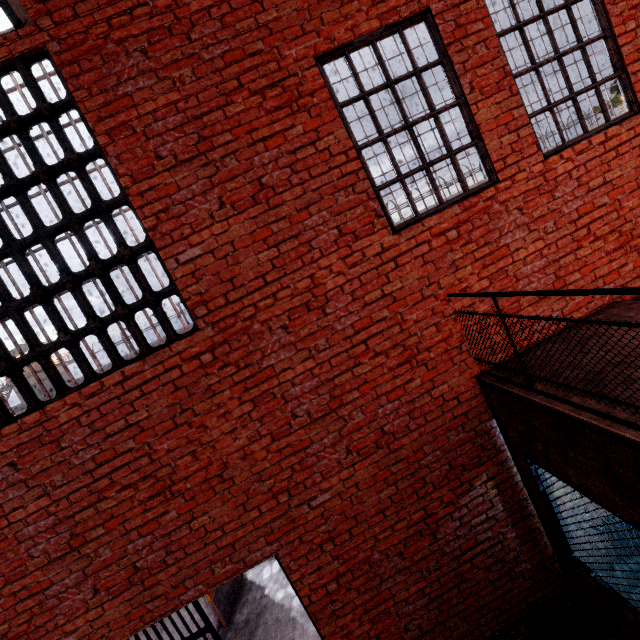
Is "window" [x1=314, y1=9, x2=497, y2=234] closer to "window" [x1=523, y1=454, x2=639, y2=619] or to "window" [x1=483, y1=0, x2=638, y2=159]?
"window" [x1=483, y1=0, x2=638, y2=159]

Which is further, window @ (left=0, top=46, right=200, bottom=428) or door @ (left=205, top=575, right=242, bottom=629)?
door @ (left=205, top=575, right=242, bottom=629)

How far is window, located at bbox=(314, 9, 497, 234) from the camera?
3.40m

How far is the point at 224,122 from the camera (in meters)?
3.23

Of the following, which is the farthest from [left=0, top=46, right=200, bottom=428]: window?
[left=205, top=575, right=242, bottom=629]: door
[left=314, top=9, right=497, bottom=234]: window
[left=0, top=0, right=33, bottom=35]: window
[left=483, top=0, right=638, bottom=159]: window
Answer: [left=483, top=0, right=638, bottom=159]: window

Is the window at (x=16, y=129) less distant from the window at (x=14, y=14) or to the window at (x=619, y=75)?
the window at (x=14, y=14)

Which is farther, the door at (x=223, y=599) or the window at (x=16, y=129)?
the door at (x=223, y=599)

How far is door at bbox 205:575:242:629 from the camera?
5.79m
